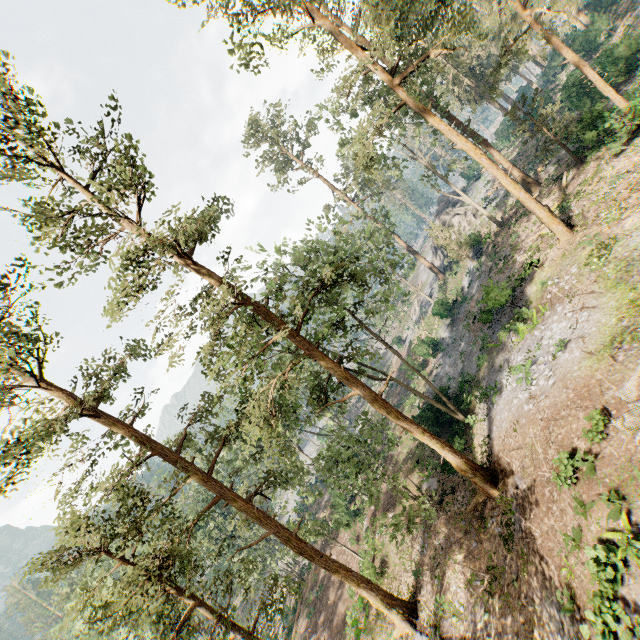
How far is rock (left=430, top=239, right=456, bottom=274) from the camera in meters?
45.6

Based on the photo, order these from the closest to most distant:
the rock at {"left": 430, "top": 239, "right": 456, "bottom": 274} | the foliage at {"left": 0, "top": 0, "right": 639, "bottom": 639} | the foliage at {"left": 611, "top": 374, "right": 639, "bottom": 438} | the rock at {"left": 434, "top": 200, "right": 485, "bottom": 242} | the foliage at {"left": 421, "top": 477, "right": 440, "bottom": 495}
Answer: the foliage at {"left": 611, "top": 374, "right": 639, "bottom": 438} → the foliage at {"left": 0, "top": 0, "right": 639, "bottom": 639} → the foliage at {"left": 421, "top": 477, "right": 440, "bottom": 495} → the rock at {"left": 434, "top": 200, "right": 485, "bottom": 242} → the rock at {"left": 430, "top": 239, "right": 456, "bottom": 274}

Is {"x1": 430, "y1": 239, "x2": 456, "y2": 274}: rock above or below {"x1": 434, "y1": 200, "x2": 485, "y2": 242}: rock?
below

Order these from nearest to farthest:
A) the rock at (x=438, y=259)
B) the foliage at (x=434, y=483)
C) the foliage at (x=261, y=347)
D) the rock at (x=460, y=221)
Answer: the foliage at (x=261, y=347) < the foliage at (x=434, y=483) < the rock at (x=460, y=221) < the rock at (x=438, y=259)

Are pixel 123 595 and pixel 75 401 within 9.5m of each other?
yes

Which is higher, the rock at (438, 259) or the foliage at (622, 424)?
the foliage at (622, 424)

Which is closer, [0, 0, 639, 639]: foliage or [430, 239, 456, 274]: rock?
[0, 0, 639, 639]: foliage
